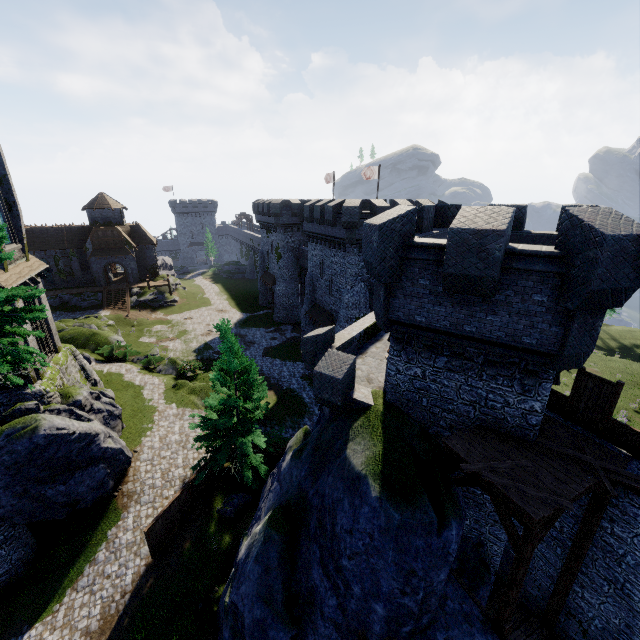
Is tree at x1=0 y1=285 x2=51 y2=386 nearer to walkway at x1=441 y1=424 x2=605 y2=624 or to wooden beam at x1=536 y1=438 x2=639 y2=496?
walkway at x1=441 y1=424 x2=605 y2=624

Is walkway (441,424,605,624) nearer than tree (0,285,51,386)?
Yes

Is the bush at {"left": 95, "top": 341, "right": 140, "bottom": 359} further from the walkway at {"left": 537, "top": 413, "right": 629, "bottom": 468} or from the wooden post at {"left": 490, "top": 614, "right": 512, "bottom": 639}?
the wooden post at {"left": 490, "top": 614, "right": 512, "bottom": 639}

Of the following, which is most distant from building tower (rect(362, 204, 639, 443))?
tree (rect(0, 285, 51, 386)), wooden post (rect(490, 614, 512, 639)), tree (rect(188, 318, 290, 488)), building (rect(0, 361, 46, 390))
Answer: building (rect(0, 361, 46, 390))

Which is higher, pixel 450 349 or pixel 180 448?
pixel 450 349

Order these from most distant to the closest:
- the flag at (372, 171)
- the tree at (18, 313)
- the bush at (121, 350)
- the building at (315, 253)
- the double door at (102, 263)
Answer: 1. the double door at (102, 263)
2. the flag at (372, 171)
3. the bush at (121, 350)
4. the building at (315, 253)
5. the tree at (18, 313)

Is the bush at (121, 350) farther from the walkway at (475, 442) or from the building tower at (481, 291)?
the walkway at (475, 442)

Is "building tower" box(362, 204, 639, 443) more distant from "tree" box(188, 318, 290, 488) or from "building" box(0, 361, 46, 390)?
"building" box(0, 361, 46, 390)
